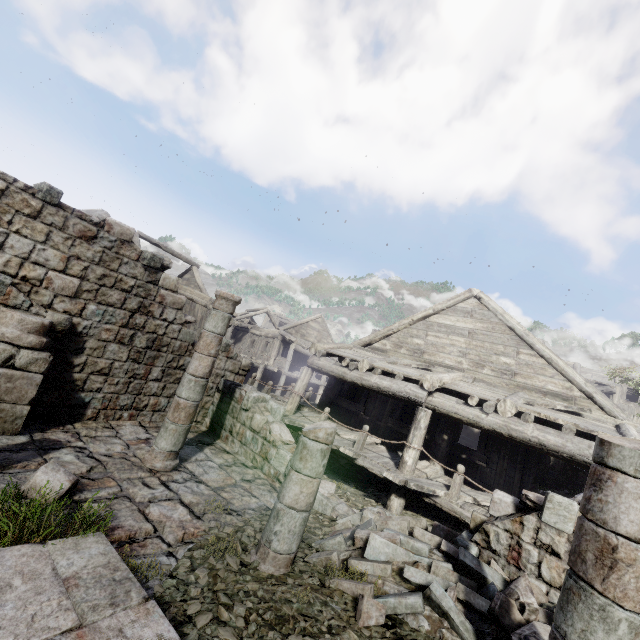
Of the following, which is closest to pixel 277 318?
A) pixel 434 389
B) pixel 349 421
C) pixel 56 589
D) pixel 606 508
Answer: pixel 349 421

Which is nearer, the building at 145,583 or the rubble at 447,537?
the building at 145,583

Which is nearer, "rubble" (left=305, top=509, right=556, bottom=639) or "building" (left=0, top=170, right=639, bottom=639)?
"building" (left=0, top=170, right=639, bottom=639)
